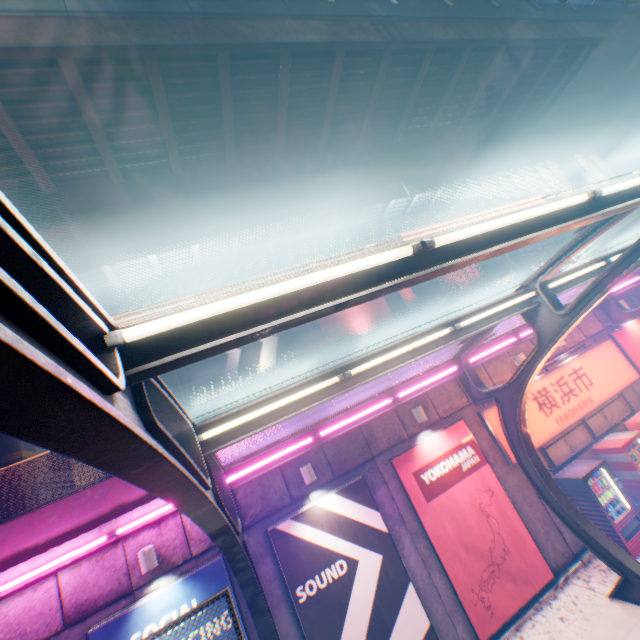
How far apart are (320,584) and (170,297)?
12.0 meters

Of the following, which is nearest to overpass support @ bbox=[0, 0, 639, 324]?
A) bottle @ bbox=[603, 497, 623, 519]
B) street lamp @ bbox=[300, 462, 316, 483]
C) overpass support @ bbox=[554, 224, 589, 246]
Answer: overpass support @ bbox=[554, 224, 589, 246]

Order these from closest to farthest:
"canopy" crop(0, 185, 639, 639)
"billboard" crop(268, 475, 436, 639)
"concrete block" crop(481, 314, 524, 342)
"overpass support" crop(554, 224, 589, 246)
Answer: "canopy" crop(0, 185, 639, 639) < "billboard" crop(268, 475, 436, 639) < "concrete block" crop(481, 314, 524, 342) < "overpass support" crop(554, 224, 589, 246)

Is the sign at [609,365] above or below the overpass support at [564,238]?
below

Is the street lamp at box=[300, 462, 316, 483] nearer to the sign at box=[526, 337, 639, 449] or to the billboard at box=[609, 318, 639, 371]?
the sign at box=[526, 337, 639, 449]

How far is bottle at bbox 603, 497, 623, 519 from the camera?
8.5m

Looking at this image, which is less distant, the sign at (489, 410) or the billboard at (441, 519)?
the billboard at (441, 519)

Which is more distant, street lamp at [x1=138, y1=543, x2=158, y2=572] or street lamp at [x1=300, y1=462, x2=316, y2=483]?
street lamp at [x1=300, y1=462, x2=316, y2=483]
